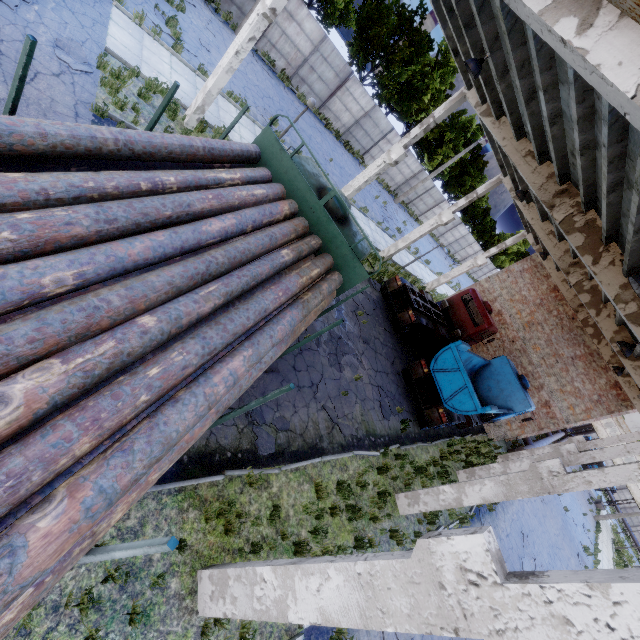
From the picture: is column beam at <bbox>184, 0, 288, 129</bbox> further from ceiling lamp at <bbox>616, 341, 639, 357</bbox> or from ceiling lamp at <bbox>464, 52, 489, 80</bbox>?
ceiling lamp at <bbox>616, 341, 639, 357</bbox>

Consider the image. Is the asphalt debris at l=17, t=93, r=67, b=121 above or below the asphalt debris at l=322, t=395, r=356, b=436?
Answer: below

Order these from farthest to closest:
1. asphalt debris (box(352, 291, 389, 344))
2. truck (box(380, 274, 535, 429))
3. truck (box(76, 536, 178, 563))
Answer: asphalt debris (box(352, 291, 389, 344)), truck (box(380, 274, 535, 429)), truck (box(76, 536, 178, 563))

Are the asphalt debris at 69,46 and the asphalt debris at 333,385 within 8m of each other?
no

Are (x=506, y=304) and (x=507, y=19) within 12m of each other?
no

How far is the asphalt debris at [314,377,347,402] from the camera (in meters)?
9.84

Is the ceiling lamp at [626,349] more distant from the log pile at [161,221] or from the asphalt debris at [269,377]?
the asphalt debris at [269,377]

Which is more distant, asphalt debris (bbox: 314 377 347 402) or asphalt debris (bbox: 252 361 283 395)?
asphalt debris (bbox: 314 377 347 402)
